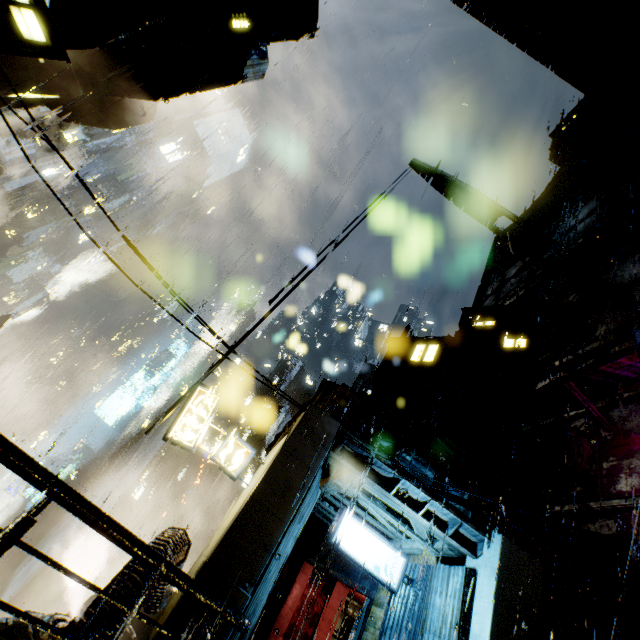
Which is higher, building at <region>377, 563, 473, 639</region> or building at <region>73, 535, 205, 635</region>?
building at <region>377, 563, 473, 639</region>

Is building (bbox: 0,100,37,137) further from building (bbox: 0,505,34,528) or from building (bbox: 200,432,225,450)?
building (bbox: 200,432,225,450)

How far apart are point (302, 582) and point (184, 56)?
29.0 meters

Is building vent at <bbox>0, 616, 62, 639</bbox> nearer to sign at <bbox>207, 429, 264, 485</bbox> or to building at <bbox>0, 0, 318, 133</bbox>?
building at <bbox>0, 0, 318, 133</bbox>

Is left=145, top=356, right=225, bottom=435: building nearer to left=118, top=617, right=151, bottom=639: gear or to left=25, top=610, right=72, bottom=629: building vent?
left=25, top=610, right=72, bottom=629: building vent

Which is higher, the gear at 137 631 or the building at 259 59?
the building at 259 59

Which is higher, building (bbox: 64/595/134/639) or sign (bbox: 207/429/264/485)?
sign (bbox: 207/429/264/485)

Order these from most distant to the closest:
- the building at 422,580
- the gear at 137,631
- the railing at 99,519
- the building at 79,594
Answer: the building at 79,594
the gear at 137,631
the building at 422,580
the railing at 99,519
